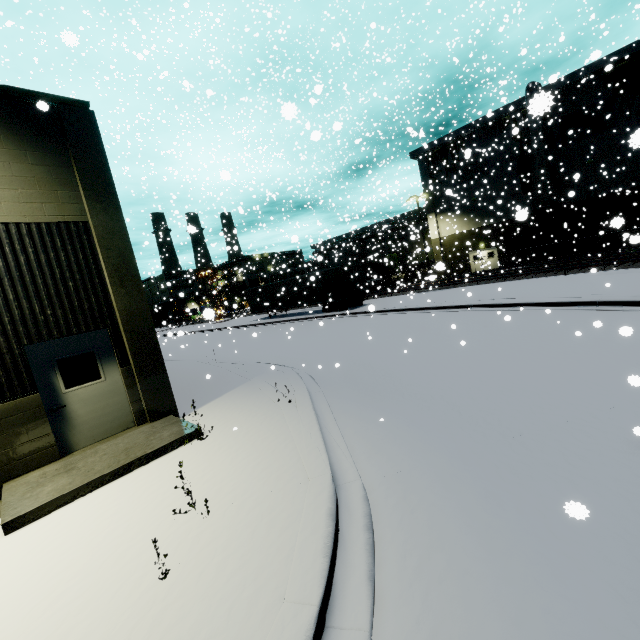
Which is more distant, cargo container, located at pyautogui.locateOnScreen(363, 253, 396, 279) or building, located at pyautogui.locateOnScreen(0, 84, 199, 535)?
cargo container, located at pyautogui.locateOnScreen(363, 253, 396, 279)

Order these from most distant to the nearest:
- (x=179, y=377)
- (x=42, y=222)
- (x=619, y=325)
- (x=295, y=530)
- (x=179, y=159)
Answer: (x=179, y=159) → (x=179, y=377) → (x=619, y=325) → (x=42, y=222) → (x=295, y=530)

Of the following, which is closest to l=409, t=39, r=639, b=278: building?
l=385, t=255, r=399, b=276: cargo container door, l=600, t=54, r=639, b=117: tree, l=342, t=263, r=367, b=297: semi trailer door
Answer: l=600, t=54, r=639, b=117: tree

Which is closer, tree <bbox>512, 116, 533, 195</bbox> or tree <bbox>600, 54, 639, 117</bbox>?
tree <bbox>600, 54, 639, 117</bbox>

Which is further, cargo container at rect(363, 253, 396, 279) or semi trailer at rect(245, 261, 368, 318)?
cargo container at rect(363, 253, 396, 279)

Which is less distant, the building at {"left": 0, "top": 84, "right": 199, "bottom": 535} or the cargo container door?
the building at {"left": 0, "top": 84, "right": 199, "bottom": 535}

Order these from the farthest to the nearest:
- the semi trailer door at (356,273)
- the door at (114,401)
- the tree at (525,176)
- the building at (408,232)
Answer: the building at (408,232) < the tree at (525,176) < the semi trailer door at (356,273) < the door at (114,401)

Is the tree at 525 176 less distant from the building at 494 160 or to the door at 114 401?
the building at 494 160
